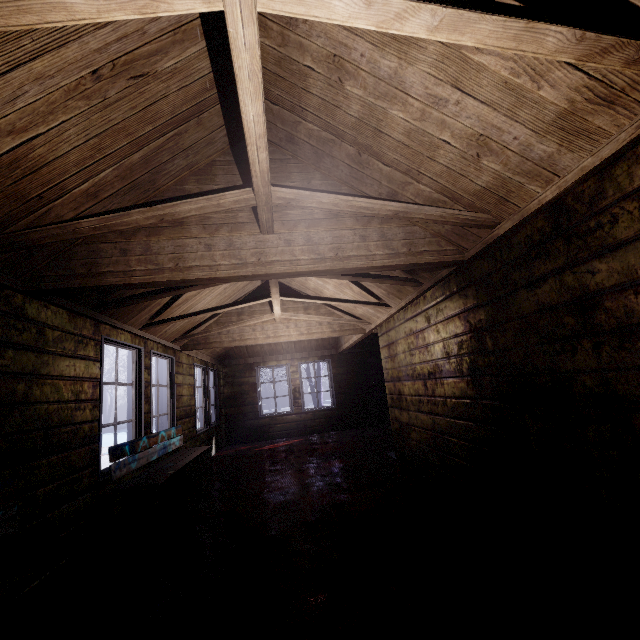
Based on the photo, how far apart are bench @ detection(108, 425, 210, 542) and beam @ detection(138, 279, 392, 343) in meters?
1.2 m

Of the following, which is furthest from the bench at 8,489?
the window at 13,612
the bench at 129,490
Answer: the bench at 129,490

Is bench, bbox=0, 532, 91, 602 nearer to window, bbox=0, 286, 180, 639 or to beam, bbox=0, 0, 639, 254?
window, bbox=0, 286, 180, 639

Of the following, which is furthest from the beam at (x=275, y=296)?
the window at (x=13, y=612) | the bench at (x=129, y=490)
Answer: the bench at (x=129, y=490)

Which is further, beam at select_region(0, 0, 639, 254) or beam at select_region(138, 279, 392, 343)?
beam at select_region(138, 279, 392, 343)

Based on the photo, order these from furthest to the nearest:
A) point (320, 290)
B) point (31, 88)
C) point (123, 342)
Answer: point (320, 290)
point (123, 342)
point (31, 88)

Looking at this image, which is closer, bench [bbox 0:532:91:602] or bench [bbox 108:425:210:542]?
bench [bbox 0:532:91:602]
